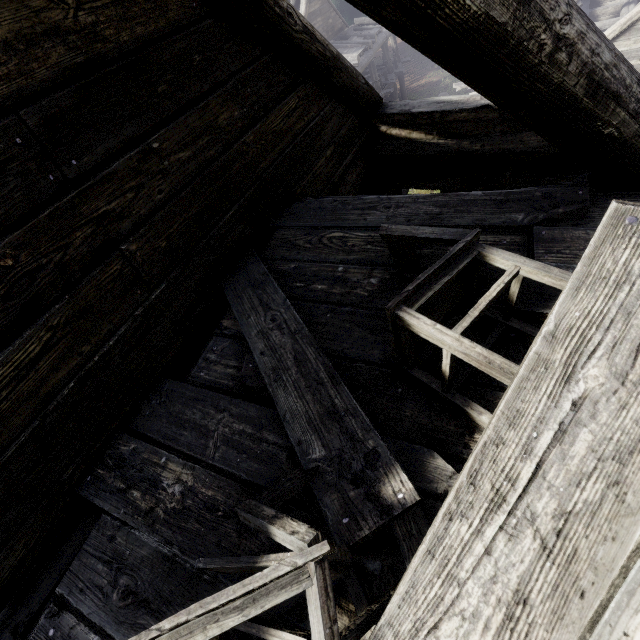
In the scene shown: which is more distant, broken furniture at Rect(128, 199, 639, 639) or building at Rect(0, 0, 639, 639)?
building at Rect(0, 0, 639, 639)

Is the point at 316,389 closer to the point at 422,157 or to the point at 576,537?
the point at 576,537

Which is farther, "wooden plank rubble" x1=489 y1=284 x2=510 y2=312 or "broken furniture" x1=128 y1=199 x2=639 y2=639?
"wooden plank rubble" x1=489 y1=284 x2=510 y2=312

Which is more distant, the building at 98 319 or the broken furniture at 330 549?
the building at 98 319

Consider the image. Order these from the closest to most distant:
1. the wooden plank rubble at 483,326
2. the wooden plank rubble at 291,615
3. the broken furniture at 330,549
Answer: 1. the broken furniture at 330,549
2. the wooden plank rubble at 291,615
3. the wooden plank rubble at 483,326

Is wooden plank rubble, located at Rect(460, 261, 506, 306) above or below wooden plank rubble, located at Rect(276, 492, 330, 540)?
above

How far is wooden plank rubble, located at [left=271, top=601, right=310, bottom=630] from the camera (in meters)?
1.27

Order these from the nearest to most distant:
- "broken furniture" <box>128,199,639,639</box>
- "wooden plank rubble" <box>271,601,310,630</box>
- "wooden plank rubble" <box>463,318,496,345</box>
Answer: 1. "broken furniture" <box>128,199,639,639</box>
2. "wooden plank rubble" <box>271,601,310,630</box>
3. "wooden plank rubble" <box>463,318,496,345</box>
